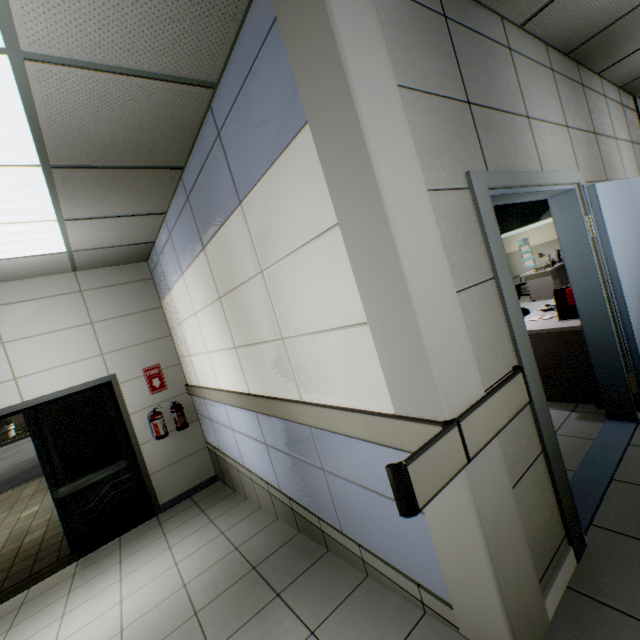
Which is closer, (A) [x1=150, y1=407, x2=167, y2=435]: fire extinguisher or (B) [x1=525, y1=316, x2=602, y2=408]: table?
(B) [x1=525, y1=316, x2=602, y2=408]: table

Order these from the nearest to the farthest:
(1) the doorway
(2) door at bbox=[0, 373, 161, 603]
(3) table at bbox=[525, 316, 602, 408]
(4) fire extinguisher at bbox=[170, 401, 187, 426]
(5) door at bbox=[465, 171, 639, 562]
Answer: (5) door at bbox=[465, 171, 639, 562], (3) table at bbox=[525, 316, 602, 408], (2) door at bbox=[0, 373, 161, 603], (4) fire extinguisher at bbox=[170, 401, 187, 426], (1) the doorway

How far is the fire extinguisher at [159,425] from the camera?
4.9m

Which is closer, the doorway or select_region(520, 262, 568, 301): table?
the doorway

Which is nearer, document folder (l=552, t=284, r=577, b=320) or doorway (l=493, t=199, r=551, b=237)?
document folder (l=552, t=284, r=577, b=320)

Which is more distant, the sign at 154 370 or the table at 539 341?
the sign at 154 370

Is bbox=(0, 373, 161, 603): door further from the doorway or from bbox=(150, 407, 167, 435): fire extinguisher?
the doorway

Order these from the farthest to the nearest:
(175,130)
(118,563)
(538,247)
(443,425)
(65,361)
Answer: (538,247)
(65,361)
(118,563)
(175,130)
(443,425)
